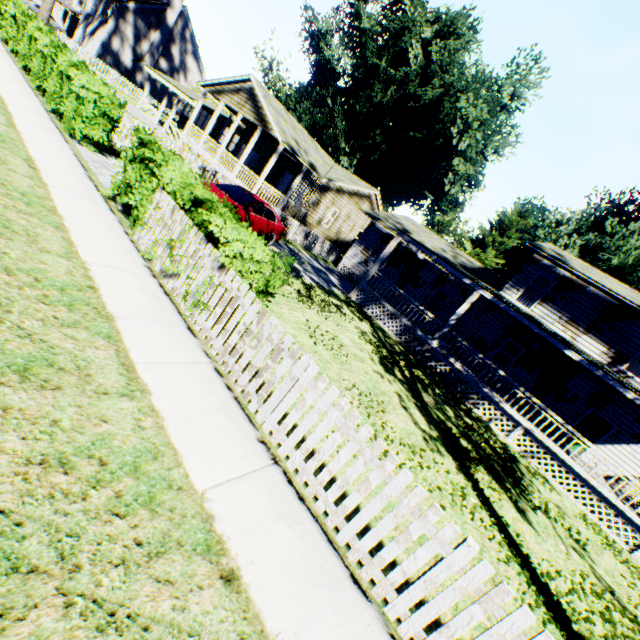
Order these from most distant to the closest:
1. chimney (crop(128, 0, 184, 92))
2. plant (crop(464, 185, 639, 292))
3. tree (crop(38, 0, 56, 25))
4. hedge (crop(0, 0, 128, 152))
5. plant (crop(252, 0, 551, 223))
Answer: plant (crop(252, 0, 551, 223))
chimney (crop(128, 0, 184, 92))
plant (crop(464, 185, 639, 292))
tree (crop(38, 0, 56, 25))
hedge (crop(0, 0, 128, 152))

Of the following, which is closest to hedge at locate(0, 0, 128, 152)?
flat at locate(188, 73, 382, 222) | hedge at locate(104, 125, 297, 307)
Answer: hedge at locate(104, 125, 297, 307)

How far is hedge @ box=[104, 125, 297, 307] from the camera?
5.09m

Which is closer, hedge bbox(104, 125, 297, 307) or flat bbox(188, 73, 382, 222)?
hedge bbox(104, 125, 297, 307)

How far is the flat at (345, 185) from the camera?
19.6 meters

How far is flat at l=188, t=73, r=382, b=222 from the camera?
19.59m

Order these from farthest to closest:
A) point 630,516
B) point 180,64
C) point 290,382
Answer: point 180,64 → point 630,516 → point 290,382

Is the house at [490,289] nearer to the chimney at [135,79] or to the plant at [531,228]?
the plant at [531,228]
